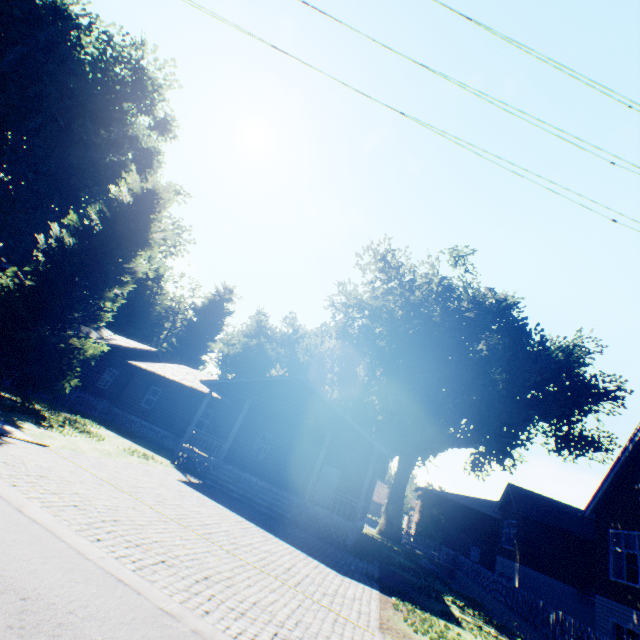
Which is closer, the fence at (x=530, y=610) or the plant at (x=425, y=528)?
the fence at (x=530, y=610)

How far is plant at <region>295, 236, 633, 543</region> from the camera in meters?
29.5

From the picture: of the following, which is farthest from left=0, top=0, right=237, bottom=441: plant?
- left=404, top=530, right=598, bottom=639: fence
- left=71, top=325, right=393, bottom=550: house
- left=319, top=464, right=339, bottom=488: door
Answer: left=319, top=464, right=339, bottom=488: door

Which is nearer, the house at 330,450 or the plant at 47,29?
the plant at 47,29

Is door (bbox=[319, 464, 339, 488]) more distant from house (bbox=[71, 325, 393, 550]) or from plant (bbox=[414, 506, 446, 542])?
plant (bbox=[414, 506, 446, 542])

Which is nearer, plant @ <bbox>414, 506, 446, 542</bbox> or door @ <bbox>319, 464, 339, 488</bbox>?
door @ <bbox>319, 464, 339, 488</bbox>

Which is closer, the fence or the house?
the fence

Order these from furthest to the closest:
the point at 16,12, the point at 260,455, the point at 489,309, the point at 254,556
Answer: the point at 489,309, the point at 260,455, the point at 16,12, the point at 254,556
